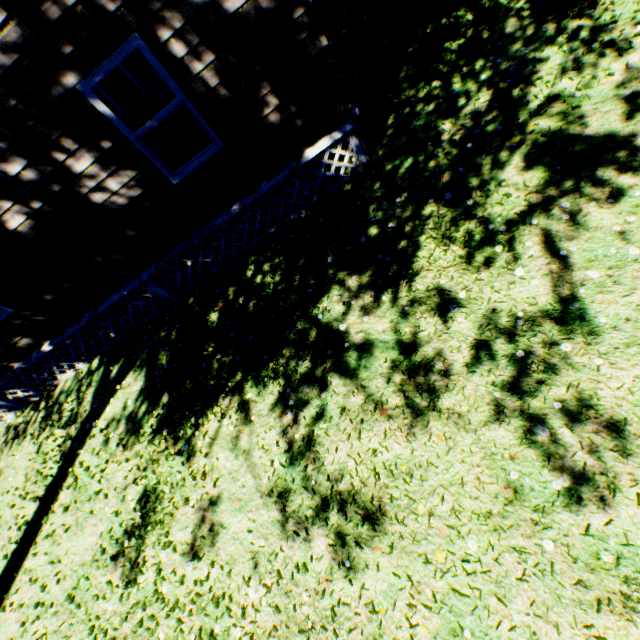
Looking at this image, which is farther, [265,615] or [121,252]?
[121,252]
